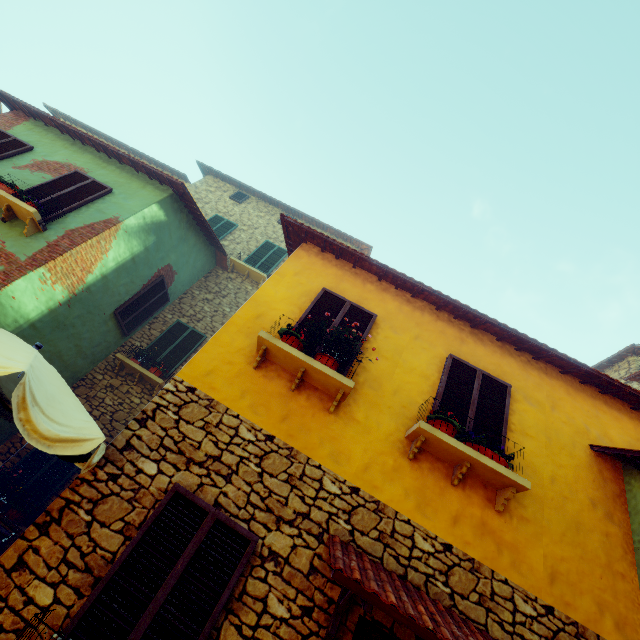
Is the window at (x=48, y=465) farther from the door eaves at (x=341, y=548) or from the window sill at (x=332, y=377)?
the door eaves at (x=341, y=548)

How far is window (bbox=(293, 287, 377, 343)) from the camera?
5.3m

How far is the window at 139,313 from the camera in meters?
8.5

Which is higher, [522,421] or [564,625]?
[522,421]

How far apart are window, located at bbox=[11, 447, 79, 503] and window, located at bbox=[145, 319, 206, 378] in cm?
Result: 217

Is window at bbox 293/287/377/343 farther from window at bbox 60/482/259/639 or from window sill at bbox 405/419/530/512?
window at bbox 60/482/259/639

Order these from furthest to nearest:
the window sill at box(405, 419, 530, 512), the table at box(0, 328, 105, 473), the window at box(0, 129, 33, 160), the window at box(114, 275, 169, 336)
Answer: the window at box(114, 275, 169, 336) < the window at box(0, 129, 33, 160) < the window sill at box(405, 419, 530, 512) < the table at box(0, 328, 105, 473)

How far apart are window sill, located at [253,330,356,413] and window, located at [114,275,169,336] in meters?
5.4 m
